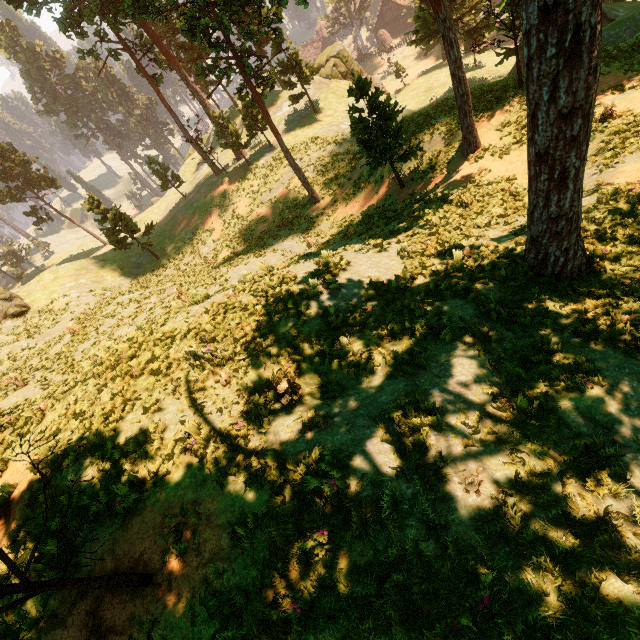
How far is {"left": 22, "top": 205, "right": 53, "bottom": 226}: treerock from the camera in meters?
52.6

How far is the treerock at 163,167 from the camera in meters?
40.4 m

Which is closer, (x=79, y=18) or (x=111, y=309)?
(x=111, y=309)

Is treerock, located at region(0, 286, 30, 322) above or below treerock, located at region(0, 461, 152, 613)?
below

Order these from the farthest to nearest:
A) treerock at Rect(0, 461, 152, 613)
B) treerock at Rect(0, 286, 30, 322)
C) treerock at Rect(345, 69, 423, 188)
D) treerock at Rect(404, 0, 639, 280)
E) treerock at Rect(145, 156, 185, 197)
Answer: treerock at Rect(145, 156, 185, 197)
treerock at Rect(0, 286, 30, 322)
treerock at Rect(345, 69, 423, 188)
treerock at Rect(404, 0, 639, 280)
treerock at Rect(0, 461, 152, 613)

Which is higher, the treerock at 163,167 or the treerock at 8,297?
the treerock at 8,297

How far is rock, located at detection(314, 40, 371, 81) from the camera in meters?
43.4
